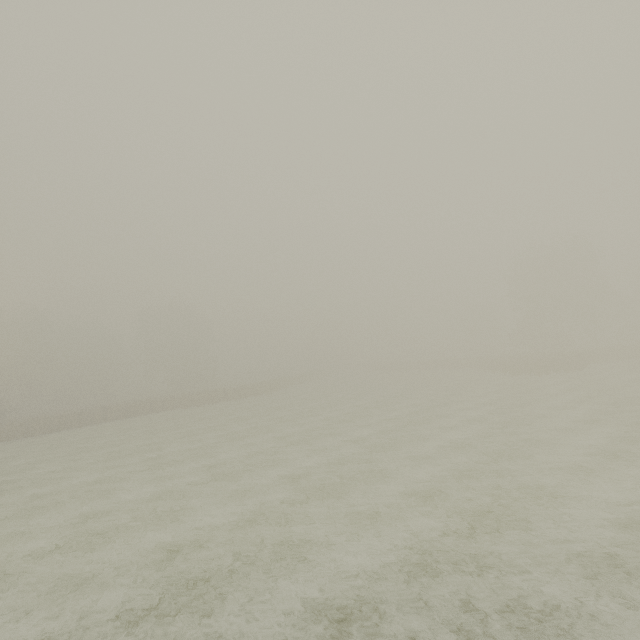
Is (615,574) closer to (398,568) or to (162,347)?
(398,568)
